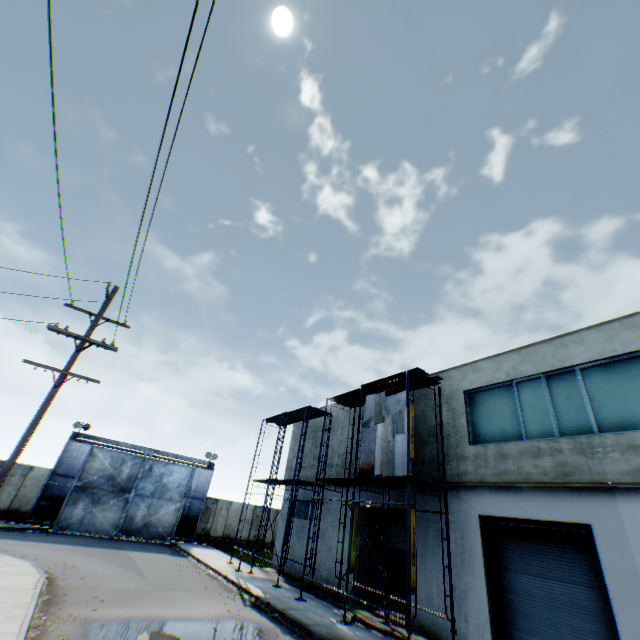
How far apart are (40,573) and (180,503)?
17.23m

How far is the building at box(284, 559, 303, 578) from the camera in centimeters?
1869cm

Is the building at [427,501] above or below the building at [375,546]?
above

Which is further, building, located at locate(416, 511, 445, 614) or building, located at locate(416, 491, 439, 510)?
building, located at locate(416, 491, 439, 510)

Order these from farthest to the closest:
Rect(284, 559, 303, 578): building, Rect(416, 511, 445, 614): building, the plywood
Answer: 1. Rect(284, 559, 303, 578): building
2. the plywood
3. Rect(416, 511, 445, 614): building

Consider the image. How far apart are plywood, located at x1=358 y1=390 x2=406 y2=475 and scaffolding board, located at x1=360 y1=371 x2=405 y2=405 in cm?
50
